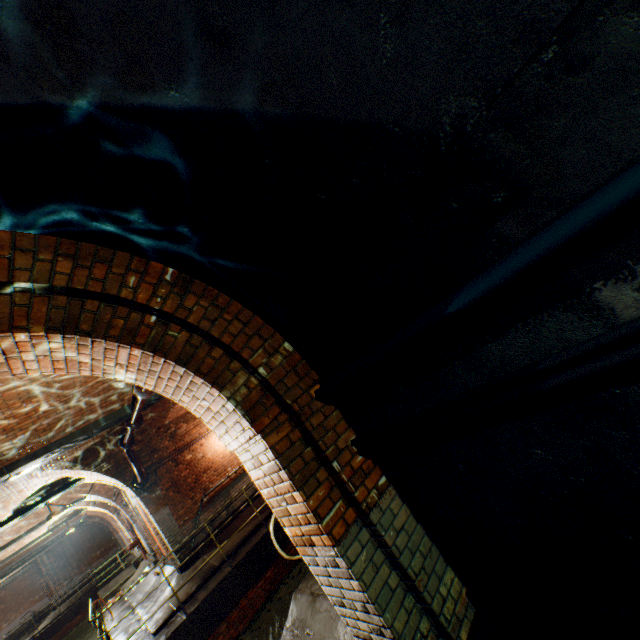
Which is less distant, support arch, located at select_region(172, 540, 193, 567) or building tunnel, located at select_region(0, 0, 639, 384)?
building tunnel, located at select_region(0, 0, 639, 384)

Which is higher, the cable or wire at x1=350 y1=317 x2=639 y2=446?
the cable

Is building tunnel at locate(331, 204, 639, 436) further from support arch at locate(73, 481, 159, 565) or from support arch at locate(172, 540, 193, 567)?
support arch at locate(73, 481, 159, 565)

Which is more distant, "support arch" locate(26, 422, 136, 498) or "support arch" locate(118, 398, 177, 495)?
"support arch" locate(118, 398, 177, 495)

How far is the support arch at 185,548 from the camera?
9.4m

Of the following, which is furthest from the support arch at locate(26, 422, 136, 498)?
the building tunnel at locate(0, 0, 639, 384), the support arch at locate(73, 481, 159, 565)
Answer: the building tunnel at locate(0, 0, 639, 384)

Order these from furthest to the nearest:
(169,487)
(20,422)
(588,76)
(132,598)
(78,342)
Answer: (132,598)
(169,487)
(20,422)
(78,342)
(588,76)

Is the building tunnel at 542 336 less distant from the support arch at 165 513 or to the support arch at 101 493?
the support arch at 165 513
